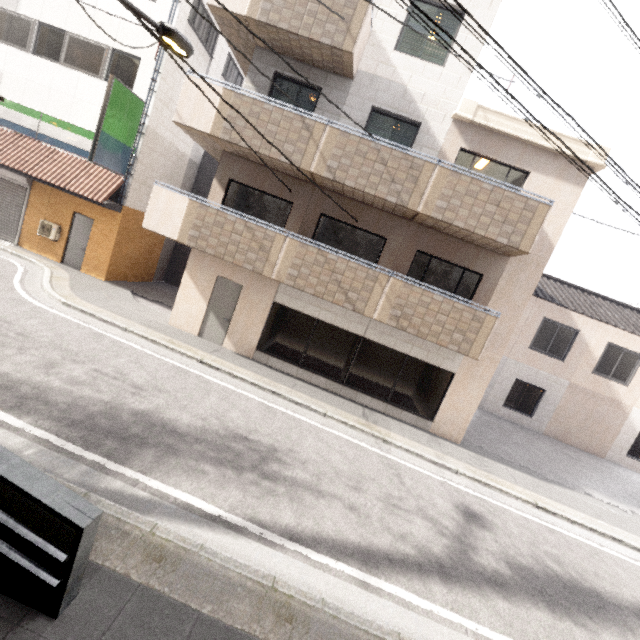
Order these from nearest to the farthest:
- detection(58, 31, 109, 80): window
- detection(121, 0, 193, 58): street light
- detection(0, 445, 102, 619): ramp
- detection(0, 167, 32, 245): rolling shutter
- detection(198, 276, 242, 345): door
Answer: detection(0, 445, 102, 619): ramp, detection(121, 0, 193, 58): street light, detection(198, 276, 242, 345): door, detection(58, 31, 109, 80): window, detection(0, 167, 32, 245): rolling shutter

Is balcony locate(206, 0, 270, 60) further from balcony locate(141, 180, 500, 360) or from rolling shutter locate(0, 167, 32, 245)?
rolling shutter locate(0, 167, 32, 245)

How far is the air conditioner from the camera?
12.2 meters

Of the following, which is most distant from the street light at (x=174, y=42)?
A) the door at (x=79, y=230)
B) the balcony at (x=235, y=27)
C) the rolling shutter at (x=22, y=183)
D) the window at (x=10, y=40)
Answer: the window at (x=10, y=40)

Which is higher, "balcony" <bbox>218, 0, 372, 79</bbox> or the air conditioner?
"balcony" <bbox>218, 0, 372, 79</bbox>

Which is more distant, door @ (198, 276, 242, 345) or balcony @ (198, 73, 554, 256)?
door @ (198, 276, 242, 345)

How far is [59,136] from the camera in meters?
12.0

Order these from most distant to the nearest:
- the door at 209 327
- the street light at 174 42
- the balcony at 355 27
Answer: the door at 209 327 < the balcony at 355 27 < the street light at 174 42
